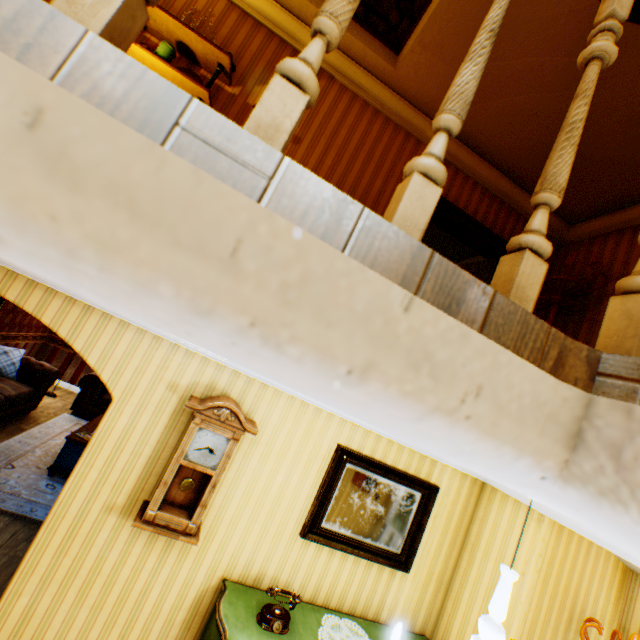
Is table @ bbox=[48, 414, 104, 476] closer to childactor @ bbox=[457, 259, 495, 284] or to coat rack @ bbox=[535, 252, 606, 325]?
childactor @ bbox=[457, 259, 495, 284]

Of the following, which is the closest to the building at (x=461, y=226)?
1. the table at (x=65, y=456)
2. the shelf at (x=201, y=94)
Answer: the shelf at (x=201, y=94)

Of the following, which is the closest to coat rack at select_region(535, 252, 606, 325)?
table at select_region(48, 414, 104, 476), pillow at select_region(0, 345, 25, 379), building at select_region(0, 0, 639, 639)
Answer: building at select_region(0, 0, 639, 639)

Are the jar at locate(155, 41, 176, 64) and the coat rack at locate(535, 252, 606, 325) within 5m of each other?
yes

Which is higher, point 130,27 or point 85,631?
point 130,27

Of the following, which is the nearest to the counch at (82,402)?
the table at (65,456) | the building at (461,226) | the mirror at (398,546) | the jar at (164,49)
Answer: the building at (461,226)

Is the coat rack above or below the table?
above

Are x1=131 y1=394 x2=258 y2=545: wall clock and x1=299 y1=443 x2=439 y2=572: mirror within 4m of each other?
yes
